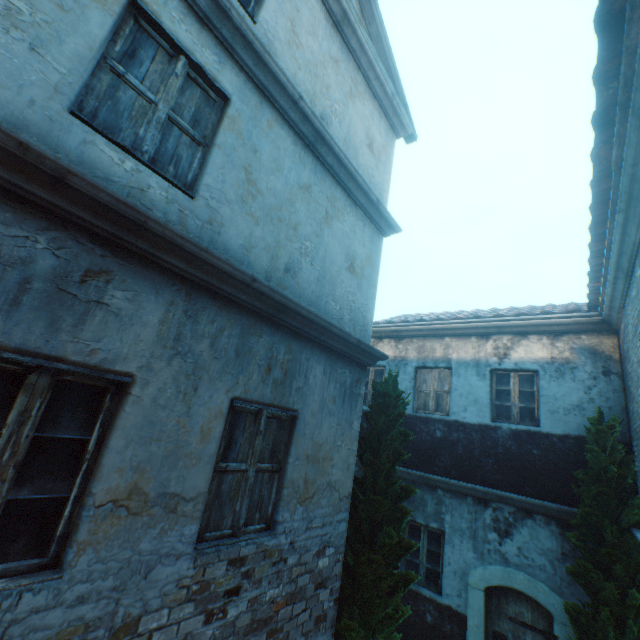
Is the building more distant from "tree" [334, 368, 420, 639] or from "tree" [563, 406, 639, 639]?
"tree" [334, 368, 420, 639]

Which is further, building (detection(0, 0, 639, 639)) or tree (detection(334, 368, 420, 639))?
tree (detection(334, 368, 420, 639))

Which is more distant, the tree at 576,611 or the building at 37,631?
the tree at 576,611

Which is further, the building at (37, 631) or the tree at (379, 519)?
the tree at (379, 519)

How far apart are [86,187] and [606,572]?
8.4m

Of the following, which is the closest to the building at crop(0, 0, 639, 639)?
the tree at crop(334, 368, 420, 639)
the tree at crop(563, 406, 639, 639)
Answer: the tree at crop(563, 406, 639, 639)
